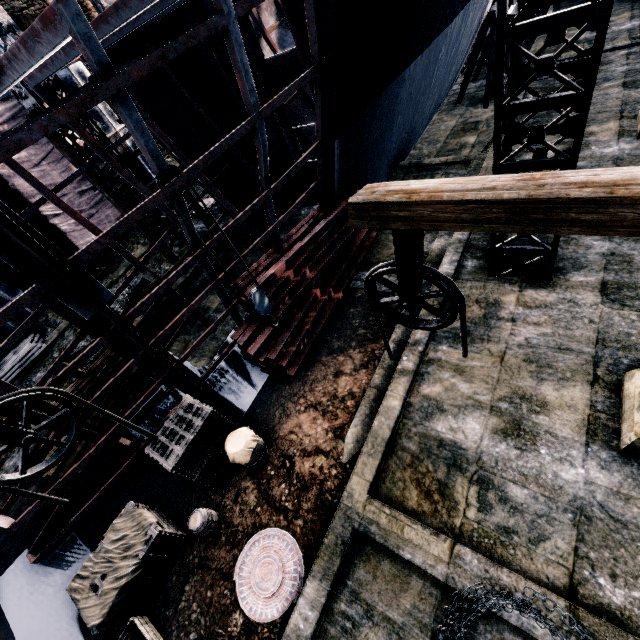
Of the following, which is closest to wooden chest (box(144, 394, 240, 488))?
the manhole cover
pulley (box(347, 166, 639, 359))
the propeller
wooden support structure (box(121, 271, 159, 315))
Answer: the manhole cover

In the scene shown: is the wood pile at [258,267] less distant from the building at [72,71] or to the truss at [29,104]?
the truss at [29,104]

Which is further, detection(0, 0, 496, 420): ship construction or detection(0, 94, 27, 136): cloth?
detection(0, 94, 27, 136): cloth

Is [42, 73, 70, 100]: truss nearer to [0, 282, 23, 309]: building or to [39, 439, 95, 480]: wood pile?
[0, 282, 23, 309]: building

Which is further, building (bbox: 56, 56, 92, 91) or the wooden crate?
building (bbox: 56, 56, 92, 91)

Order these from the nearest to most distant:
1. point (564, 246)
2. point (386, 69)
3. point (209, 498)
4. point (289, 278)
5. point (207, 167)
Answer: point (209, 498)
point (564, 246)
point (386, 69)
point (289, 278)
point (207, 167)

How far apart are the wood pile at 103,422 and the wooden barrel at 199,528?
6.0 meters

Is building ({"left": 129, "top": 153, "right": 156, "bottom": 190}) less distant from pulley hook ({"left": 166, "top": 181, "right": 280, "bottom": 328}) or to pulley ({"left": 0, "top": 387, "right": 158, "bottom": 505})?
pulley hook ({"left": 166, "top": 181, "right": 280, "bottom": 328})
